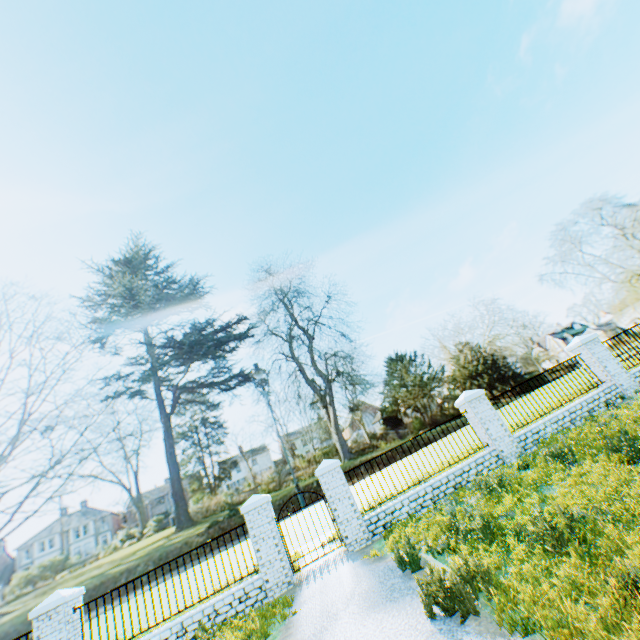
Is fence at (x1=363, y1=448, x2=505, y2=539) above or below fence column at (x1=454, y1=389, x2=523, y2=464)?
below

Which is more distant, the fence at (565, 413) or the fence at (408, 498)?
the fence at (565, 413)

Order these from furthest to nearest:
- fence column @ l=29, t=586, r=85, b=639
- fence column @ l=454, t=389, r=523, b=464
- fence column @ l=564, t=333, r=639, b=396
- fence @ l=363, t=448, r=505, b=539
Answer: fence column @ l=564, t=333, r=639, b=396 < fence column @ l=454, t=389, r=523, b=464 < fence @ l=363, t=448, r=505, b=539 < fence column @ l=29, t=586, r=85, b=639

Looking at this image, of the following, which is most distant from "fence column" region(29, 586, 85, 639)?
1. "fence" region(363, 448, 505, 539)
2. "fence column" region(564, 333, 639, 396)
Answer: "fence column" region(564, 333, 639, 396)

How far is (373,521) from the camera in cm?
943

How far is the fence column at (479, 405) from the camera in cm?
1037

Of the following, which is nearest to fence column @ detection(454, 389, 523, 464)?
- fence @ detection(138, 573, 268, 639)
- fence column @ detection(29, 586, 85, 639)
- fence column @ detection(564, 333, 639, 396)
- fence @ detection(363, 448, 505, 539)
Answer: fence @ detection(363, 448, 505, 539)

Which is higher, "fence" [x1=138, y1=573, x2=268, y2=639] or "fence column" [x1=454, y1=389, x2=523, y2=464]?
"fence column" [x1=454, y1=389, x2=523, y2=464]
